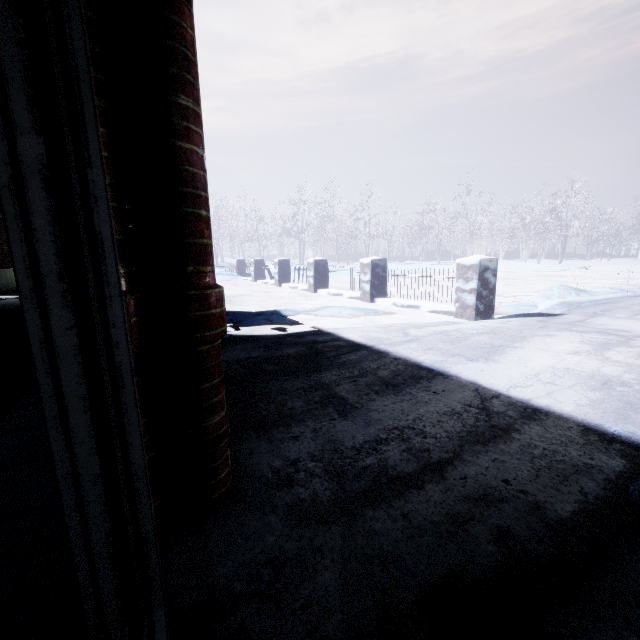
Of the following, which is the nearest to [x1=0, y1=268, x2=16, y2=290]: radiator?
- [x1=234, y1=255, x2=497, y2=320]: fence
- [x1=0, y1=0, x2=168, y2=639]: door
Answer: [x1=234, y1=255, x2=497, y2=320]: fence

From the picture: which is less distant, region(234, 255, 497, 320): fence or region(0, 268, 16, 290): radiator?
region(234, 255, 497, 320): fence

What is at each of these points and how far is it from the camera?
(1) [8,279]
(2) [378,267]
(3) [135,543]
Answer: (1) radiator, 8.43m
(2) fence, 6.69m
(3) door, 0.72m

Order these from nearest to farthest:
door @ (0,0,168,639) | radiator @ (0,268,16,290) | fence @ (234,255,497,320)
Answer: door @ (0,0,168,639) < fence @ (234,255,497,320) < radiator @ (0,268,16,290)

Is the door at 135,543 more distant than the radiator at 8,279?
No

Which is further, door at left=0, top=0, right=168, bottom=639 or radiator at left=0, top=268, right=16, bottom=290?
radiator at left=0, top=268, right=16, bottom=290

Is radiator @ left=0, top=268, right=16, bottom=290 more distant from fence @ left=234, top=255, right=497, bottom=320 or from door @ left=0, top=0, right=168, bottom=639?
door @ left=0, top=0, right=168, bottom=639

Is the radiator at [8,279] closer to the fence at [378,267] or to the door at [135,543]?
the fence at [378,267]
